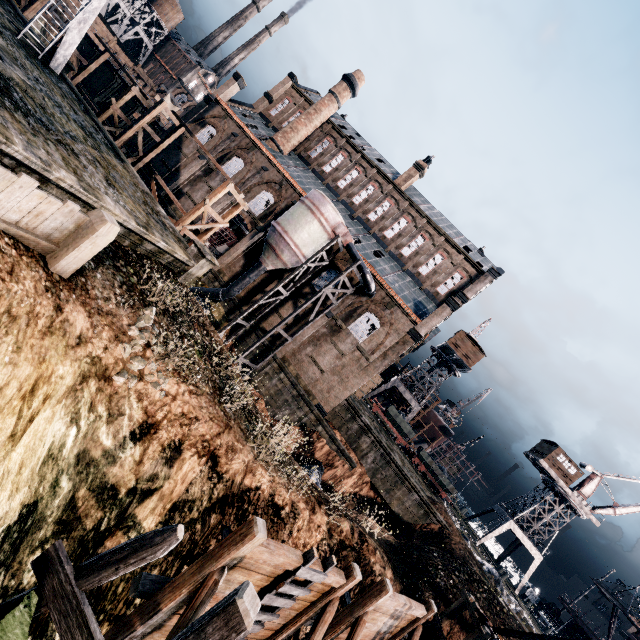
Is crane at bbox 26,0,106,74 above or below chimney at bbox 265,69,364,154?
below

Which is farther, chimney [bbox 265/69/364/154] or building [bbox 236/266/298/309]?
chimney [bbox 265/69/364/154]

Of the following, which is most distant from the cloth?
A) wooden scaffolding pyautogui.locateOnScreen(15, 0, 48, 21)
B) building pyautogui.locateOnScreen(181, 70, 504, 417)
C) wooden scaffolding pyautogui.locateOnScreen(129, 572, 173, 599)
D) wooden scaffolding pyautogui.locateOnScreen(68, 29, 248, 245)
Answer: wooden scaffolding pyautogui.locateOnScreen(15, 0, 48, 21)

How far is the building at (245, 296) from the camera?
32.5 meters

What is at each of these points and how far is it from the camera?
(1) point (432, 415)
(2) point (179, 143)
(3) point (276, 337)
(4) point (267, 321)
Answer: (1) ship construction, 59.2m
(2) building, 38.8m
(3) building, 32.2m
(4) building, 32.5m

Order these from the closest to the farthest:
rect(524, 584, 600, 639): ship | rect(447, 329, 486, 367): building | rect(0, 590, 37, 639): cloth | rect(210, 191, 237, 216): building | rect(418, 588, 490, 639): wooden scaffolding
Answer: rect(0, 590, 37, 639): cloth < rect(418, 588, 490, 639): wooden scaffolding < rect(210, 191, 237, 216): building < rect(524, 584, 600, 639): ship < rect(447, 329, 486, 367): building

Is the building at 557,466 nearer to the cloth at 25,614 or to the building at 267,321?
the building at 267,321

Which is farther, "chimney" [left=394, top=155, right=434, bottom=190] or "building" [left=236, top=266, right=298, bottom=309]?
"chimney" [left=394, top=155, right=434, bottom=190]
